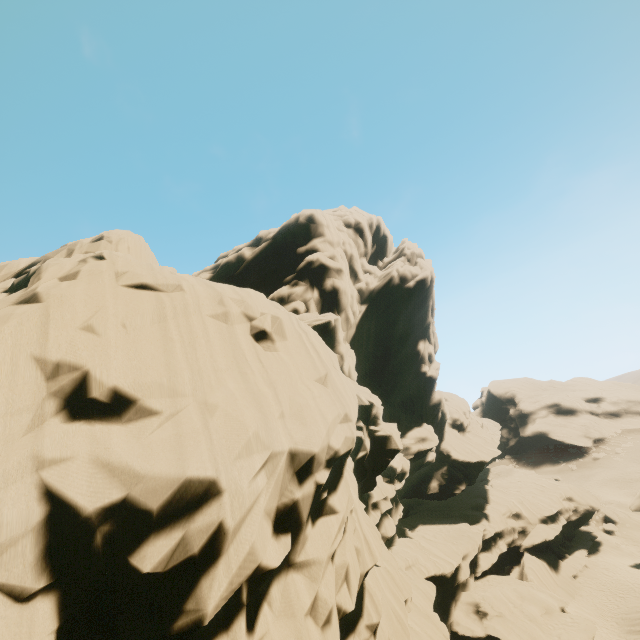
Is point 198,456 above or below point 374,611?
above
